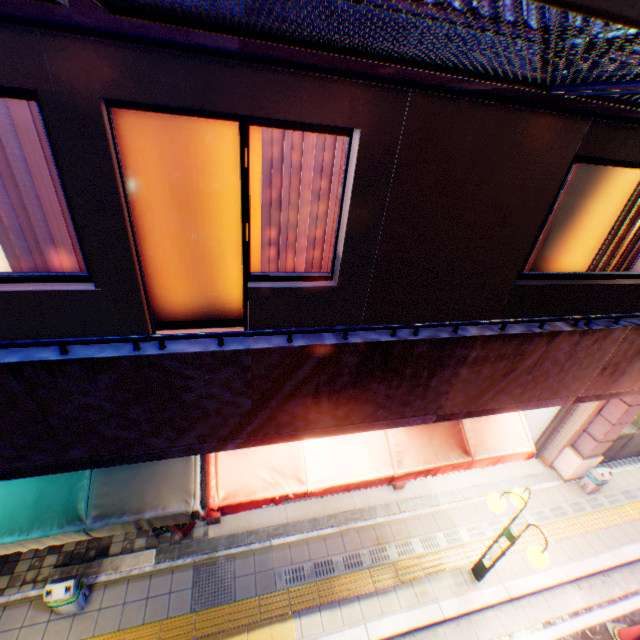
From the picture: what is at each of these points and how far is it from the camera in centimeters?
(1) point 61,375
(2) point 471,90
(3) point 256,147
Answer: (1) balcony, 219cm
(2) balcony, 283cm
(3) window glass, 328cm

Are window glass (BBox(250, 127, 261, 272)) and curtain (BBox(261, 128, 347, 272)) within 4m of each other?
yes

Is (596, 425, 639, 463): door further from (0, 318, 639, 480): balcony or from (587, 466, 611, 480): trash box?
(0, 318, 639, 480): balcony

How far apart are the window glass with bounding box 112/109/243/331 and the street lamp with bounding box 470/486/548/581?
4.61m

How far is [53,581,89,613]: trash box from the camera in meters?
4.9

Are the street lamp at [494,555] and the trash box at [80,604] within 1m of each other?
no

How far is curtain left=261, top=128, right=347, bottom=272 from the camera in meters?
3.3

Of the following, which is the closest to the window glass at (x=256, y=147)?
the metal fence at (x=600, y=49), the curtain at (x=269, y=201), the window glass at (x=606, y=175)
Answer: the curtain at (x=269, y=201)
